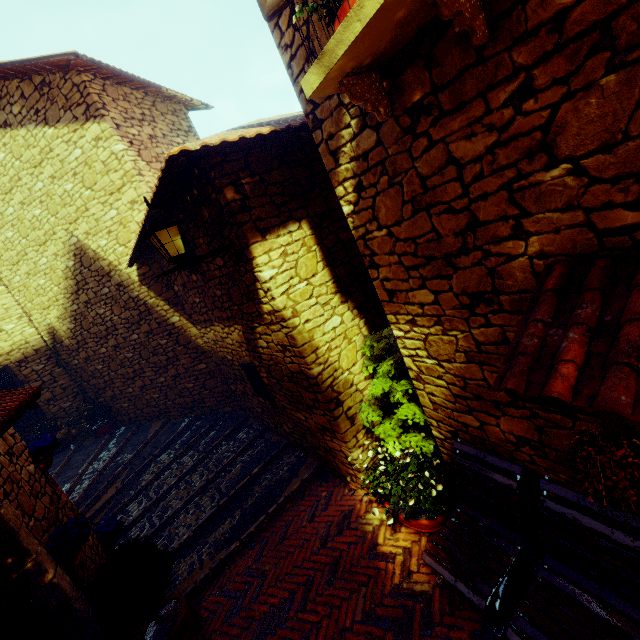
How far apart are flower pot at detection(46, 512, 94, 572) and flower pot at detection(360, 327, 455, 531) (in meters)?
3.15

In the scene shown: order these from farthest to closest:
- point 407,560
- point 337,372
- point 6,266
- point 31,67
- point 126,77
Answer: point 6,266, point 126,77, point 31,67, point 337,372, point 407,560

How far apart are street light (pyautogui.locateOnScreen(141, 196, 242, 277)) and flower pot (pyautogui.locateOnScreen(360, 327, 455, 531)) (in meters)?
1.79

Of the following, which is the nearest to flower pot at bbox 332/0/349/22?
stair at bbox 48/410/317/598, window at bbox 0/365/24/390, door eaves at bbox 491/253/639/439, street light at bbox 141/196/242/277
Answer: door eaves at bbox 491/253/639/439

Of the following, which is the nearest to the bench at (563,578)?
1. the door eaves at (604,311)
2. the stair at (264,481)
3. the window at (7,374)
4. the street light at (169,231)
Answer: the door eaves at (604,311)

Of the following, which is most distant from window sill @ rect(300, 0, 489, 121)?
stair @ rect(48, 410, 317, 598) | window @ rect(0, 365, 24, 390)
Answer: window @ rect(0, 365, 24, 390)

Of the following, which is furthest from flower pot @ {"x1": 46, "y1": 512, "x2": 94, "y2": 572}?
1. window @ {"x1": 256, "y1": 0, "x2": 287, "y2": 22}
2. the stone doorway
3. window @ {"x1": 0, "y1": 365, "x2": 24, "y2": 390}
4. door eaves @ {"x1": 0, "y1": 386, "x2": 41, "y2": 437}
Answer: window @ {"x1": 0, "y1": 365, "x2": 24, "y2": 390}

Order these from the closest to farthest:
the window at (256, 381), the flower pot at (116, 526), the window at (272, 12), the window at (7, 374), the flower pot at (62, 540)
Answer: the window at (272, 12) < the flower pot at (62, 540) < the flower pot at (116, 526) < the window at (256, 381) < the window at (7, 374)
